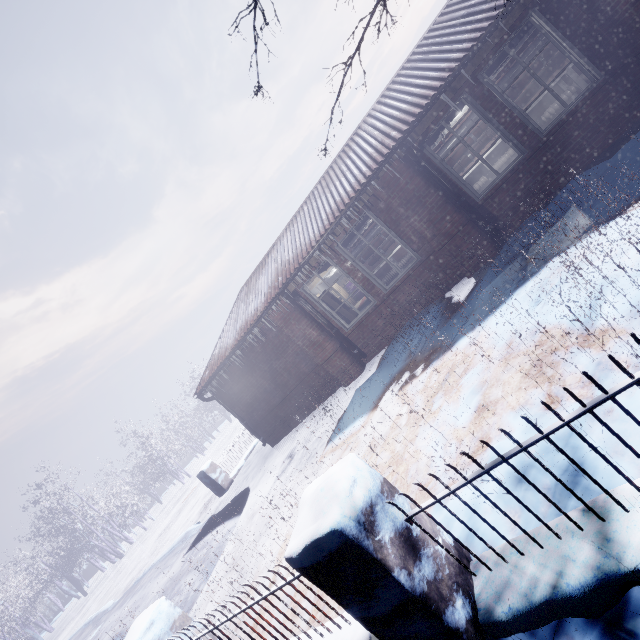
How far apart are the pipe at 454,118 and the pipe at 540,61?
0.5 meters

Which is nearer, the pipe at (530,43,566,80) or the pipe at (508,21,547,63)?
the pipe at (508,21,547,63)

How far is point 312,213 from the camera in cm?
663

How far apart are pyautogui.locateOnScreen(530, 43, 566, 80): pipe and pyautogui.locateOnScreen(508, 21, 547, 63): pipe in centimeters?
49cm

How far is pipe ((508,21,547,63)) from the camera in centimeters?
475cm

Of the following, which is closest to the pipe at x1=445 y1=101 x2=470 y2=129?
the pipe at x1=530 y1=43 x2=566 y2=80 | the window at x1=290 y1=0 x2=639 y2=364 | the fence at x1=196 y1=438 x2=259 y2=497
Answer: the pipe at x1=530 y1=43 x2=566 y2=80

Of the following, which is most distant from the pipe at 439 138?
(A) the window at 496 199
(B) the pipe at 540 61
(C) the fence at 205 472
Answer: (C) the fence at 205 472
